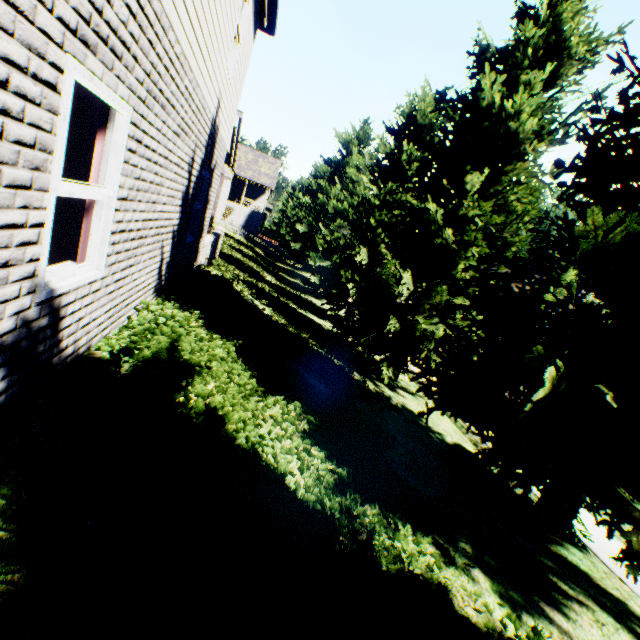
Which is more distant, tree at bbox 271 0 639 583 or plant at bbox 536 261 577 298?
plant at bbox 536 261 577 298

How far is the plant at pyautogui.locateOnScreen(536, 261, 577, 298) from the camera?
27.5 meters

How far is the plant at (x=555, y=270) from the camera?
27.5 meters

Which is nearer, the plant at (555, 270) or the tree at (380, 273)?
the tree at (380, 273)

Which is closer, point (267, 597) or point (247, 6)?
point (267, 597)
